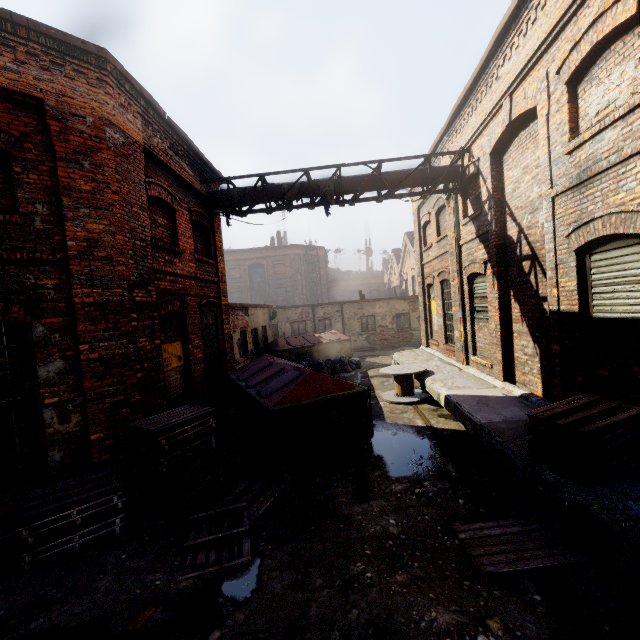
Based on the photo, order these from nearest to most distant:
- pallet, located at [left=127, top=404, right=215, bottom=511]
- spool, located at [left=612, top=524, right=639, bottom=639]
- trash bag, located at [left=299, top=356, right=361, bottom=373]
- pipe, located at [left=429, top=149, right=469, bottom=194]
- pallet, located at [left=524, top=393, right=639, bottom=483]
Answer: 1. spool, located at [left=612, top=524, right=639, bottom=639]
2. pallet, located at [left=524, top=393, right=639, bottom=483]
3. pallet, located at [left=127, top=404, right=215, bottom=511]
4. pipe, located at [left=429, top=149, right=469, bottom=194]
5. trash bag, located at [left=299, top=356, right=361, bottom=373]

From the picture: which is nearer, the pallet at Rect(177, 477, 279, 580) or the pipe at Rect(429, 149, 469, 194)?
the pallet at Rect(177, 477, 279, 580)

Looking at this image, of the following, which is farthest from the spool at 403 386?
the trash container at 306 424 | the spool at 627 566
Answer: the spool at 627 566

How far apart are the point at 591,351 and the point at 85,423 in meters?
8.6 m

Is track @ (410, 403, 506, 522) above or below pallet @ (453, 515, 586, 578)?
below

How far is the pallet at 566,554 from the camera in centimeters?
362cm

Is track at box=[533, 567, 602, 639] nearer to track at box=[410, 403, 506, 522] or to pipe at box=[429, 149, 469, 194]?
track at box=[410, 403, 506, 522]

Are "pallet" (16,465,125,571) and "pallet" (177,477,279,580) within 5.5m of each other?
yes
